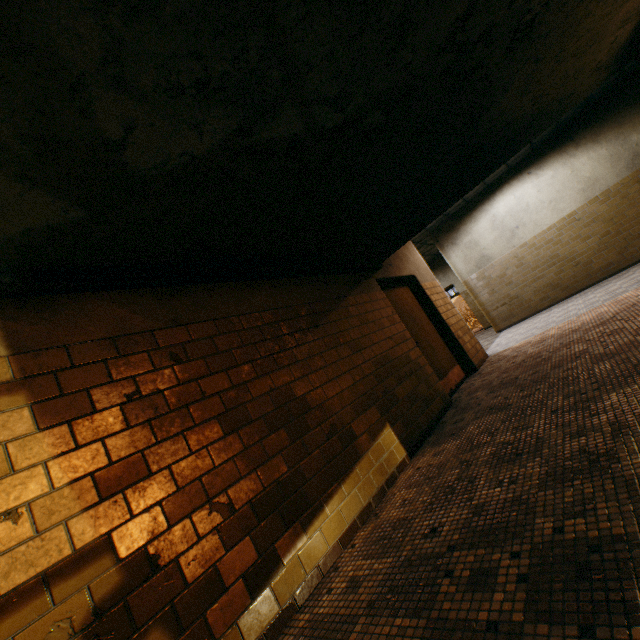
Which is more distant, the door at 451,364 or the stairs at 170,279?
the door at 451,364

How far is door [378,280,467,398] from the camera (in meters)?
5.34

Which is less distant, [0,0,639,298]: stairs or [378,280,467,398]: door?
[0,0,639,298]: stairs

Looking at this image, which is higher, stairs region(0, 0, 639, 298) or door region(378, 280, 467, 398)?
stairs region(0, 0, 639, 298)

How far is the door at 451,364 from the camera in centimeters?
534cm

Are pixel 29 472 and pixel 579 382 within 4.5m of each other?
yes
